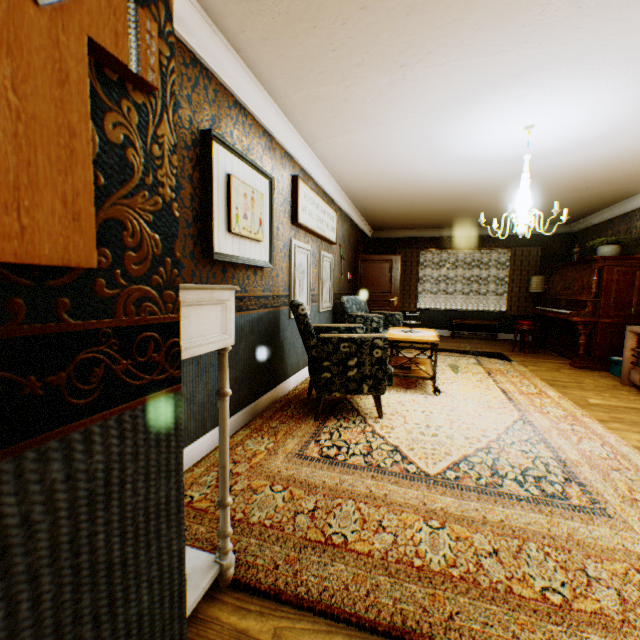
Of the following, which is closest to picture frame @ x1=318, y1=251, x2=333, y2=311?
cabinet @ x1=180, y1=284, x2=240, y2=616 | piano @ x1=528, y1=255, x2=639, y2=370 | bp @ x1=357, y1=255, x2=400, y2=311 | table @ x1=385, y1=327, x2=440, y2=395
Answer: table @ x1=385, y1=327, x2=440, y2=395

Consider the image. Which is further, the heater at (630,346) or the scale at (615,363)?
the scale at (615,363)

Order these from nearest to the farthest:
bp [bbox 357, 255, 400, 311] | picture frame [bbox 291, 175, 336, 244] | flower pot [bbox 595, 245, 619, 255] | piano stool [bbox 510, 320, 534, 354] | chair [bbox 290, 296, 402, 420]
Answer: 1. chair [bbox 290, 296, 402, 420]
2. picture frame [bbox 291, 175, 336, 244]
3. flower pot [bbox 595, 245, 619, 255]
4. piano stool [bbox 510, 320, 534, 354]
5. bp [bbox 357, 255, 400, 311]

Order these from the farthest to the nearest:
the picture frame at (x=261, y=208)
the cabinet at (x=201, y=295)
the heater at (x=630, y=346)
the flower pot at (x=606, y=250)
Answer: the flower pot at (x=606, y=250) < the heater at (x=630, y=346) < the picture frame at (x=261, y=208) < the cabinet at (x=201, y=295)

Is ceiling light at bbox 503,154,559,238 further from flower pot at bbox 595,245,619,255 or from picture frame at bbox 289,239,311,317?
flower pot at bbox 595,245,619,255

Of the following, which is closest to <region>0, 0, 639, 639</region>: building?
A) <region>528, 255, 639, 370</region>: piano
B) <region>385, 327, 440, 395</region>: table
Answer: <region>528, 255, 639, 370</region>: piano

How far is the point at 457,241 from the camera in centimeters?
951cm

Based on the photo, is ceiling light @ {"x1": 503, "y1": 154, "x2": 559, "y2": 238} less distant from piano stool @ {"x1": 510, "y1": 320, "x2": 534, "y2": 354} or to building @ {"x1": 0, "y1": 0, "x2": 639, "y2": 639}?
building @ {"x1": 0, "y1": 0, "x2": 639, "y2": 639}
